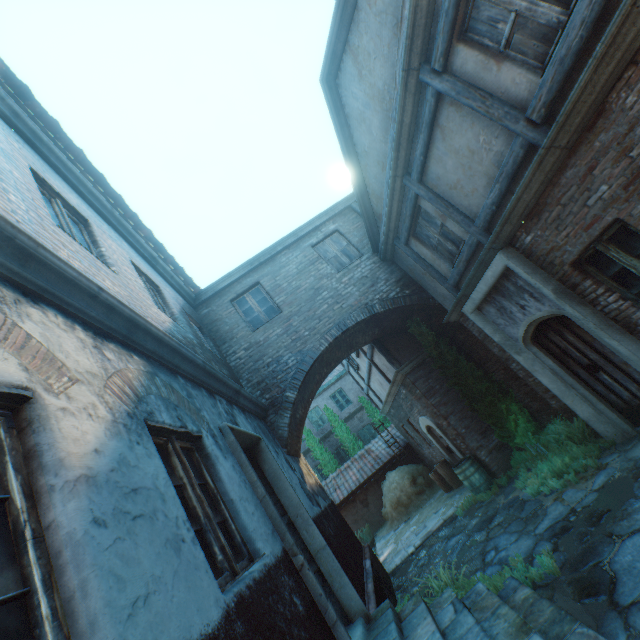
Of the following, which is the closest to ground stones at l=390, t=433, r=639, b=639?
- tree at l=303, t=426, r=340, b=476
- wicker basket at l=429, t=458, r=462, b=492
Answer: wicker basket at l=429, t=458, r=462, b=492

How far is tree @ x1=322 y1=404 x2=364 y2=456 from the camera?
19.41m

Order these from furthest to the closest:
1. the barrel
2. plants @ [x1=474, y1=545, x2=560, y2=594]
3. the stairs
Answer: the barrel, plants @ [x1=474, y1=545, x2=560, y2=594], the stairs

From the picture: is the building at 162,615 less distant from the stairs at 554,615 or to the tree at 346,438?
the stairs at 554,615

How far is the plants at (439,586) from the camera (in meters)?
4.72

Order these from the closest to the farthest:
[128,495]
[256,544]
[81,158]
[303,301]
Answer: [128,495]
[256,544]
[81,158]
[303,301]

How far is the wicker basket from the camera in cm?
1095

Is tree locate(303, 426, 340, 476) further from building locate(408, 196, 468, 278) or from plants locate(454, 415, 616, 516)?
plants locate(454, 415, 616, 516)
